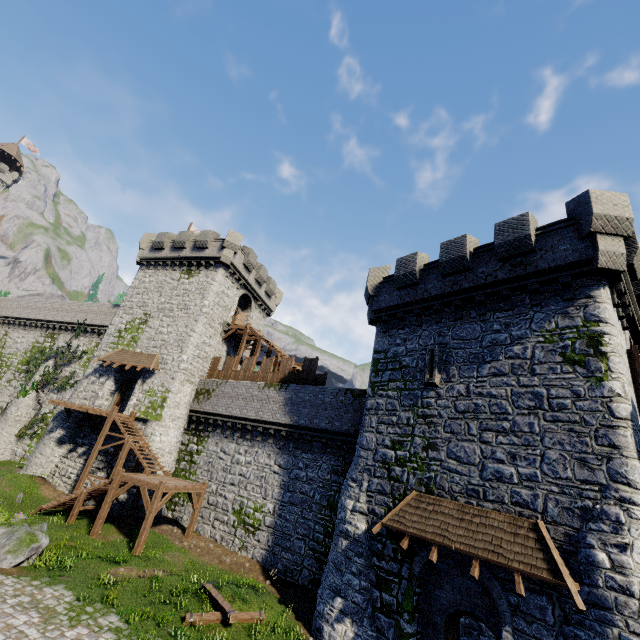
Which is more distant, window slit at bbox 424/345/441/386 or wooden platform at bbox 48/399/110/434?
wooden platform at bbox 48/399/110/434

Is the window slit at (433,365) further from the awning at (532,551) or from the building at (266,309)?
the building at (266,309)

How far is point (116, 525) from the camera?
18.5 meters

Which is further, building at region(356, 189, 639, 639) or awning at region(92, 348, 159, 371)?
awning at region(92, 348, 159, 371)

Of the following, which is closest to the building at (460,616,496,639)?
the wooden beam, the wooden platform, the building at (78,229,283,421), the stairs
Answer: Result: the wooden beam

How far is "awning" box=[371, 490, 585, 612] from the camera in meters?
8.5 m

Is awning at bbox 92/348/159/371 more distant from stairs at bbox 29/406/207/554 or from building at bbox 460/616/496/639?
building at bbox 460/616/496/639

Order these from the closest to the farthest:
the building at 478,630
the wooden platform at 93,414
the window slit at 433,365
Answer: the window slit at 433,365 < the building at 478,630 < the wooden platform at 93,414
